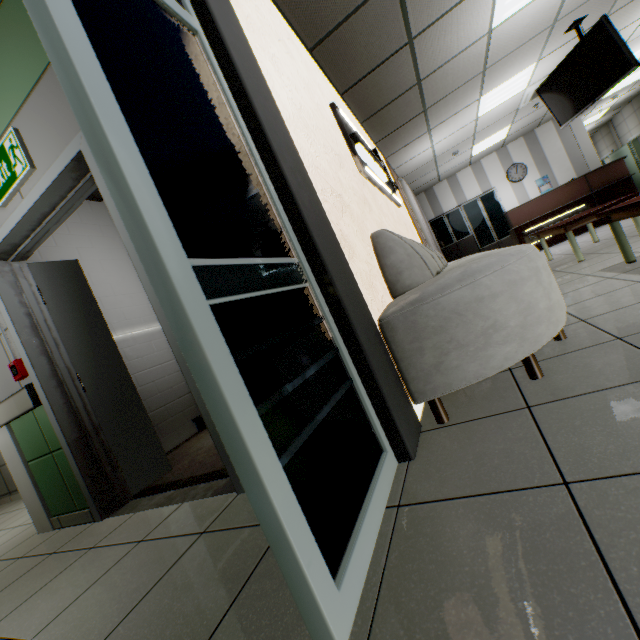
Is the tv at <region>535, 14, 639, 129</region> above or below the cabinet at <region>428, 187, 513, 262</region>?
above

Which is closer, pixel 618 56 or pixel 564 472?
pixel 564 472

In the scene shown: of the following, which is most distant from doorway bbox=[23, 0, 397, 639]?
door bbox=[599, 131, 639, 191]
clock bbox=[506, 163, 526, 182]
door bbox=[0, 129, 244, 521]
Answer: door bbox=[599, 131, 639, 191]

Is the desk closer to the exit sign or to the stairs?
the stairs

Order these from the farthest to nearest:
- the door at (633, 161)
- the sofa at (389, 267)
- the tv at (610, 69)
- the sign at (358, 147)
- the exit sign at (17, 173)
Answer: the door at (633, 161) < the tv at (610, 69) < the sign at (358, 147) < the exit sign at (17, 173) < the sofa at (389, 267)

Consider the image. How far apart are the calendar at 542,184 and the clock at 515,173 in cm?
33

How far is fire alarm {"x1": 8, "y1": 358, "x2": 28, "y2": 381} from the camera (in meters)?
2.40

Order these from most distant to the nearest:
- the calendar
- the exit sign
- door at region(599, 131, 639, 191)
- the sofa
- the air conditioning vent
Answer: door at region(599, 131, 639, 191) → the calendar → the air conditioning vent → the exit sign → the sofa
